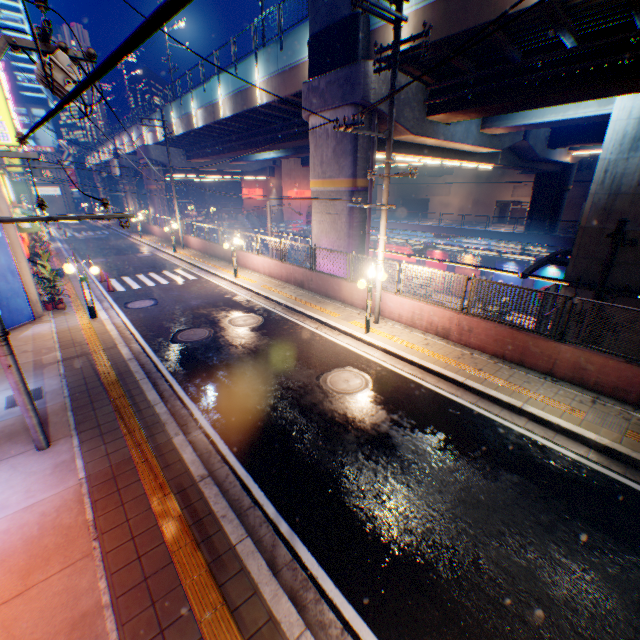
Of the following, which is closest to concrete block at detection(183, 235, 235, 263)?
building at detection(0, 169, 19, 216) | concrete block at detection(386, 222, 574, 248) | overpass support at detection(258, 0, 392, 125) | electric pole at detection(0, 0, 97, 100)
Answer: overpass support at detection(258, 0, 392, 125)

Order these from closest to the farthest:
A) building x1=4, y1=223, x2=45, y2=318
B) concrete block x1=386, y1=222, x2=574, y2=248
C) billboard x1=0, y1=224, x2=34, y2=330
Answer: billboard x1=0, y1=224, x2=34, y2=330, building x1=4, y1=223, x2=45, y2=318, concrete block x1=386, y1=222, x2=574, y2=248

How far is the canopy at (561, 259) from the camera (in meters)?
17.55

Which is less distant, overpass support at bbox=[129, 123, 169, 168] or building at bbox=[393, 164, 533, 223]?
overpass support at bbox=[129, 123, 169, 168]

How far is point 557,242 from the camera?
26.6 meters

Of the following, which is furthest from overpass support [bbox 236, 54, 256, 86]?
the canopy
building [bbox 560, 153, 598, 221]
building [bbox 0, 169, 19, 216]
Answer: building [bbox 0, 169, 19, 216]

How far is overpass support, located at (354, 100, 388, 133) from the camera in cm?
1327

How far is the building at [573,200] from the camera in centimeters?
3923cm
